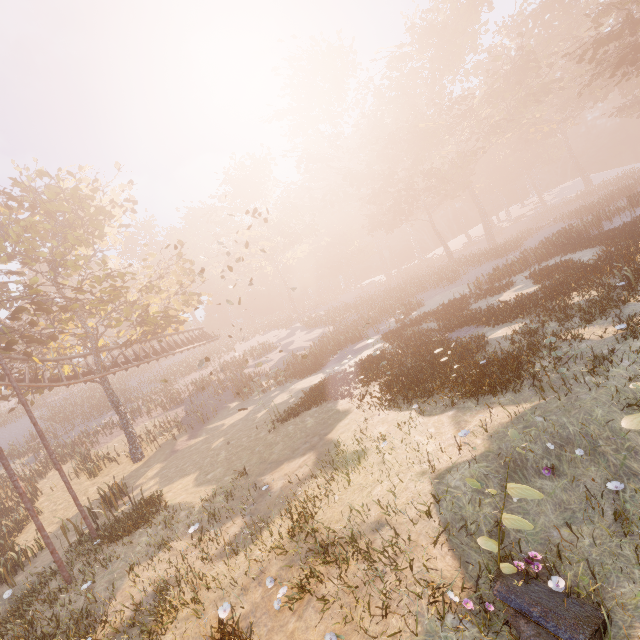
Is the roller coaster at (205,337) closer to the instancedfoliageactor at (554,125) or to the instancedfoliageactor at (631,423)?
the instancedfoliageactor at (554,125)

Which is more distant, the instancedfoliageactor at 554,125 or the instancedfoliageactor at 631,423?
the instancedfoliageactor at 554,125

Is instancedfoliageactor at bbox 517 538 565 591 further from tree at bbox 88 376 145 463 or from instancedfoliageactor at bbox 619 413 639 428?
tree at bbox 88 376 145 463

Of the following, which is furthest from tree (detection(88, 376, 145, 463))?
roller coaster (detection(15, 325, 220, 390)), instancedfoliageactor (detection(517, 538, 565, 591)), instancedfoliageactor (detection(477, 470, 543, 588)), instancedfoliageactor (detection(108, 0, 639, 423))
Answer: instancedfoliageactor (detection(517, 538, 565, 591))

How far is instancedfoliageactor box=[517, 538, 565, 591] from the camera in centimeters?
437cm

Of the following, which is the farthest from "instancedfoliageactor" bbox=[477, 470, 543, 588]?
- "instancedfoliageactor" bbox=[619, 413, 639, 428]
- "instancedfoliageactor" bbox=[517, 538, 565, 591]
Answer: "instancedfoliageactor" bbox=[619, 413, 639, 428]

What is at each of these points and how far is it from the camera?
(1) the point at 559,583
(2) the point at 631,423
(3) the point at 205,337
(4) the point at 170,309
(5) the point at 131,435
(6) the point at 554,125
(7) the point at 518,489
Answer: (1) instancedfoliageactor, 4.39m
(2) instancedfoliageactor, 4.34m
(3) roller coaster, 34.47m
(4) tree, 23.72m
(5) tree, 22.12m
(6) instancedfoliageactor, 53.44m
(7) instancedfoliageactor, 4.48m

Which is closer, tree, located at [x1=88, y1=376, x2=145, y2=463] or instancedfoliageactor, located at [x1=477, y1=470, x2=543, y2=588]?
instancedfoliageactor, located at [x1=477, y1=470, x2=543, y2=588]
